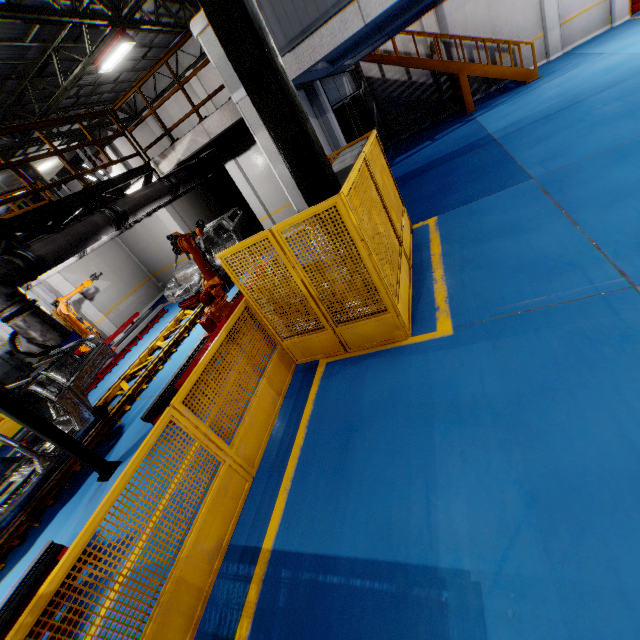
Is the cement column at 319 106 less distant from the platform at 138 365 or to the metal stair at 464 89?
the platform at 138 365

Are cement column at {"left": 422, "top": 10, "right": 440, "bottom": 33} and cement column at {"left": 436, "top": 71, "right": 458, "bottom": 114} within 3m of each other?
yes

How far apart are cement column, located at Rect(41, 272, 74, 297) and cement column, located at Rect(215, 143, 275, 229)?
7.5 meters

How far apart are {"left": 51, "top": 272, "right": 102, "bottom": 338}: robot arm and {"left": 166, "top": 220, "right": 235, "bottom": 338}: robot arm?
1.47m

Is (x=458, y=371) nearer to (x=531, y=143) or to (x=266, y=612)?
(x=266, y=612)

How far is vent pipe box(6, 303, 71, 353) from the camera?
4.9 meters

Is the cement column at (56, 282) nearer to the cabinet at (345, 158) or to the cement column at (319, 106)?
the cement column at (319, 106)

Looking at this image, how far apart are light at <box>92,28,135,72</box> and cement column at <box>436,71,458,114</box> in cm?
1248
